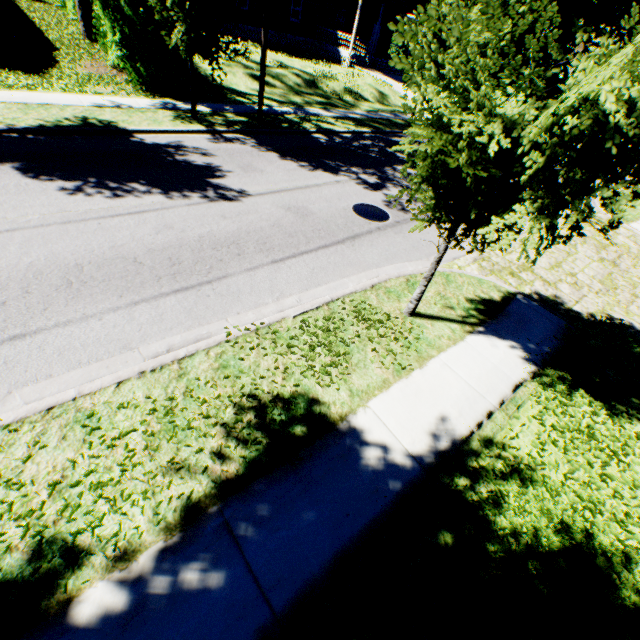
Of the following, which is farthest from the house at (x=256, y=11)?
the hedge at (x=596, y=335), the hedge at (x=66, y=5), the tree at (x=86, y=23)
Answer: the hedge at (x=596, y=335)

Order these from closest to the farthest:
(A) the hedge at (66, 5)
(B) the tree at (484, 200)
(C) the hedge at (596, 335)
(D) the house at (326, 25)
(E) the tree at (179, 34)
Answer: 1. (B) the tree at (484, 200)
2. (C) the hedge at (596, 335)
3. (E) the tree at (179, 34)
4. (A) the hedge at (66, 5)
5. (D) the house at (326, 25)

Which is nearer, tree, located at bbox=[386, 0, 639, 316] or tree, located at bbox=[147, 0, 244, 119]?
tree, located at bbox=[386, 0, 639, 316]

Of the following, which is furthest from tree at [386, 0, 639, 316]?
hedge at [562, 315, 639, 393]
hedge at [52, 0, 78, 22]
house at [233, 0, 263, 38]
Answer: house at [233, 0, 263, 38]

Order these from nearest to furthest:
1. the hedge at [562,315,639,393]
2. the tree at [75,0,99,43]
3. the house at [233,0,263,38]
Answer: the hedge at [562,315,639,393] < the tree at [75,0,99,43] < the house at [233,0,263,38]

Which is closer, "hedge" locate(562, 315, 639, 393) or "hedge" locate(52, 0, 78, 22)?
"hedge" locate(562, 315, 639, 393)

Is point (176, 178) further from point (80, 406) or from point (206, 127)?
point (80, 406)

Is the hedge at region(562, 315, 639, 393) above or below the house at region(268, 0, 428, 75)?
below
